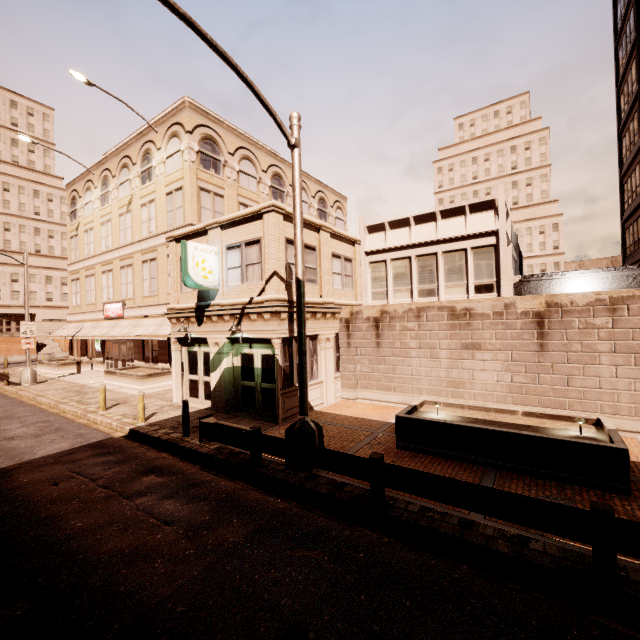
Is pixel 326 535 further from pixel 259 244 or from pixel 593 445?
pixel 259 244

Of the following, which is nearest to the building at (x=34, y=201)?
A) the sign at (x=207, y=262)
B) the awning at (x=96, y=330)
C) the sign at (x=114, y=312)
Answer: the awning at (x=96, y=330)

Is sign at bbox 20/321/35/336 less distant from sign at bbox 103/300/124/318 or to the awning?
the awning

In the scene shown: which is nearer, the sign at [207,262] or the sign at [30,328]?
the sign at [207,262]

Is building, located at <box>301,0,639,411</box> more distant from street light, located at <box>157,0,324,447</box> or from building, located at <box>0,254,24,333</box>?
building, located at <box>0,254,24,333</box>

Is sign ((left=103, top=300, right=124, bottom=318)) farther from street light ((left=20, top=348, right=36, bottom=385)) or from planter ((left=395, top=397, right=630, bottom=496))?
planter ((left=395, top=397, right=630, bottom=496))

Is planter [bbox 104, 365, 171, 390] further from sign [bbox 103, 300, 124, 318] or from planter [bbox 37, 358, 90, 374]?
planter [bbox 37, 358, 90, 374]

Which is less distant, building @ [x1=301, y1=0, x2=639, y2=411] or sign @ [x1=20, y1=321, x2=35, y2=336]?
building @ [x1=301, y1=0, x2=639, y2=411]
